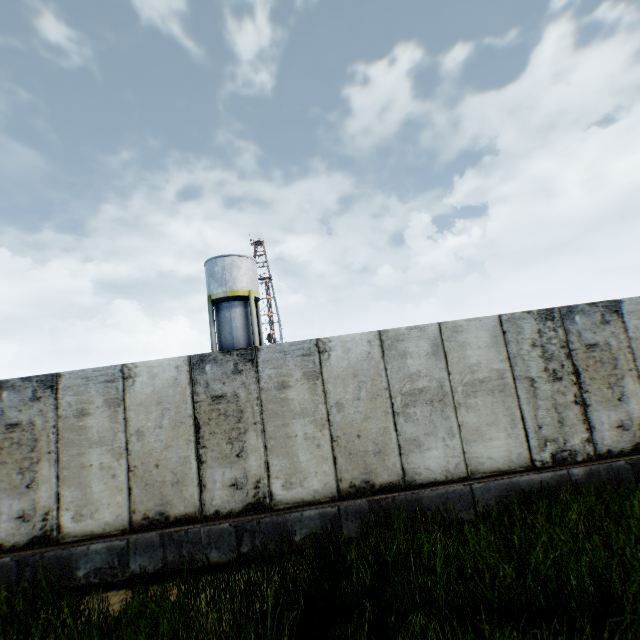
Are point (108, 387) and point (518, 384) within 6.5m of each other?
no

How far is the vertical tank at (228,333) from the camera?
24.02m

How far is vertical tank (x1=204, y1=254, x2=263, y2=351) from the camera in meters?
24.0
